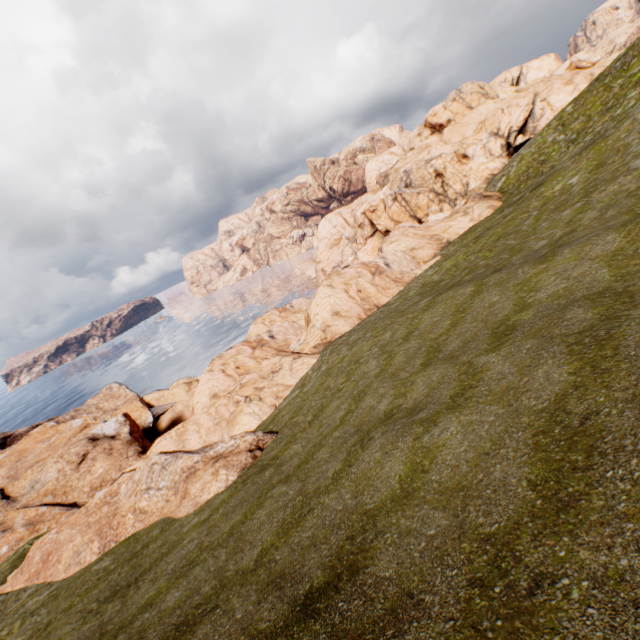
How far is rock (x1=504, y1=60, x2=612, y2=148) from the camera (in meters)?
53.75

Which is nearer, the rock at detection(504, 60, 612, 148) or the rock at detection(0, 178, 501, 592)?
the rock at detection(0, 178, 501, 592)

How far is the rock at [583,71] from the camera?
53.8 meters

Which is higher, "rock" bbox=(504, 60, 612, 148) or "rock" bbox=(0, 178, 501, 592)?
"rock" bbox=(504, 60, 612, 148)

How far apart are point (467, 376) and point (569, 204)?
19.35m

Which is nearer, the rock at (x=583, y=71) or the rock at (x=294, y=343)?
the rock at (x=294, y=343)
